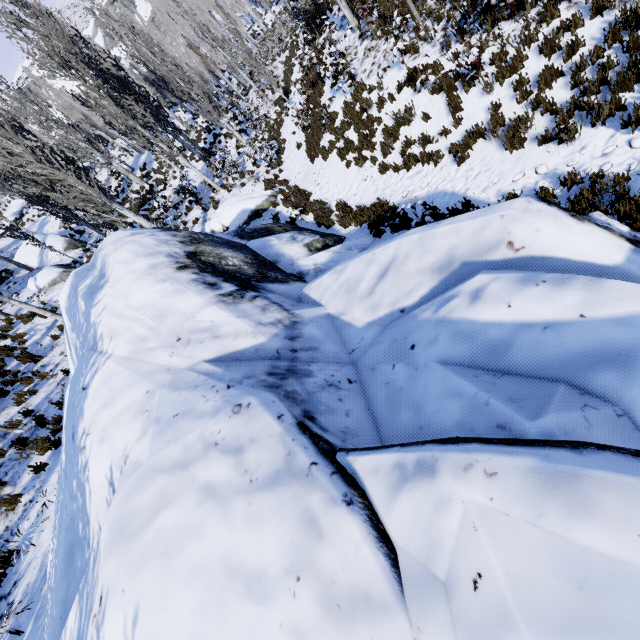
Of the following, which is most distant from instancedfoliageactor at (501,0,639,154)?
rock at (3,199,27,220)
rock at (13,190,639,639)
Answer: rock at (3,199,27,220)

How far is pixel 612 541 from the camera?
1.2 meters

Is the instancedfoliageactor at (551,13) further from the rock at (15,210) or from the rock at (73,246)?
the rock at (15,210)

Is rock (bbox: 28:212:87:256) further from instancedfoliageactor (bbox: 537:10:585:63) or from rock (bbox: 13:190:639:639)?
rock (bbox: 13:190:639:639)

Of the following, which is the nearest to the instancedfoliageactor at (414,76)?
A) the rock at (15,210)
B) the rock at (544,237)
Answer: the rock at (544,237)
